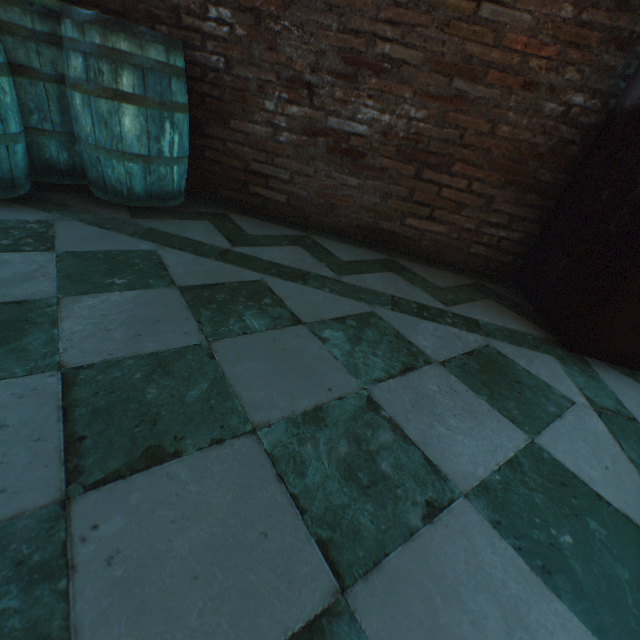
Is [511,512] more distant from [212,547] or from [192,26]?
[192,26]
